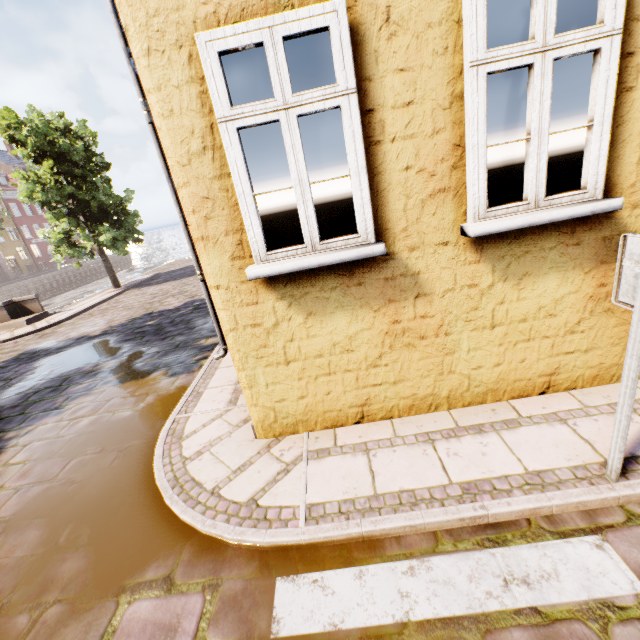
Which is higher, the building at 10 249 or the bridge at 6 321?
the building at 10 249

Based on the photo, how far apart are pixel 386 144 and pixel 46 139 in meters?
17.5

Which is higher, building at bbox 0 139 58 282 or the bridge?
building at bbox 0 139 58 282

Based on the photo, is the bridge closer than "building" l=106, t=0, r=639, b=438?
No

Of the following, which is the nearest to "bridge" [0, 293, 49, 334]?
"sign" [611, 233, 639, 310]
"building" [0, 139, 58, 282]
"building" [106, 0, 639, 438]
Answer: "building" [106, 0, 639, 438]

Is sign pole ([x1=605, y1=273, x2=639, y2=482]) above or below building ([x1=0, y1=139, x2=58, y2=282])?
below

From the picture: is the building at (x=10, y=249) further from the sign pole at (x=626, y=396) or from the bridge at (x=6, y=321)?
the sign pole at (x=626, y=396)

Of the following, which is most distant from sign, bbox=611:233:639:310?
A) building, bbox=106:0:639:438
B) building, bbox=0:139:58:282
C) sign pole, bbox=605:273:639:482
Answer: building, bbox=0:139:58:282
